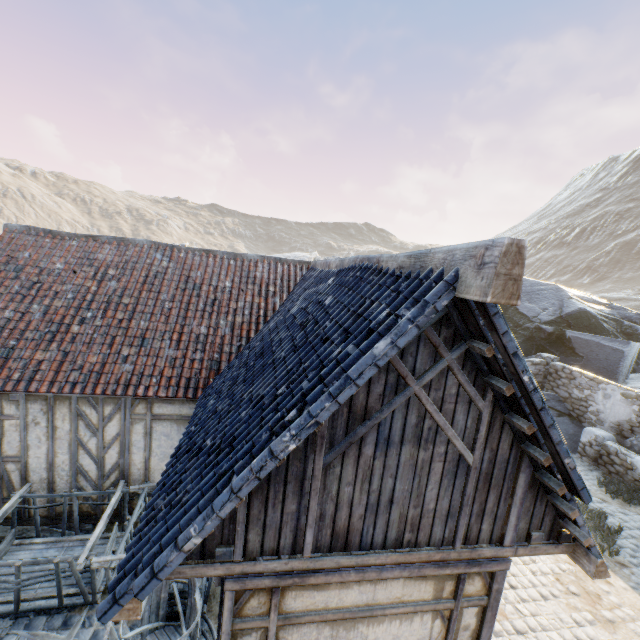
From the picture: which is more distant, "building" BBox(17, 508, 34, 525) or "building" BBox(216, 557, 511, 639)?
"building" BBox(17, 508, 34, 525)

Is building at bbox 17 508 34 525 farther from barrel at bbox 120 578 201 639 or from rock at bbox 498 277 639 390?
rock at bbox 498 277 639 390

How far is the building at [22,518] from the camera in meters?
6.5 m

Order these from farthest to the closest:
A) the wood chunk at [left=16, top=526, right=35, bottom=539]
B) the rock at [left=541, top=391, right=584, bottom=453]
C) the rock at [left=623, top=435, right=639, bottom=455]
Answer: the rock at [left=541, top=391, right=584, bottom=453]
the rock at [left=623, top=435, right=639, bottom=455]
the wood chunk at [left=16, top=526, right=35, bottom=539]

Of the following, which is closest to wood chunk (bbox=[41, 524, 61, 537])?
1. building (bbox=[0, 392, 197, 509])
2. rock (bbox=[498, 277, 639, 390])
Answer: building (bbox=[0, 392, 197, 509])

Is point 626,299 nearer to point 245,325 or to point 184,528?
point 245,325

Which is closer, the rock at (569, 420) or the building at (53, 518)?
the building at (53, 518)

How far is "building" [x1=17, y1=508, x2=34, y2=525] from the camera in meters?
6.5 m
